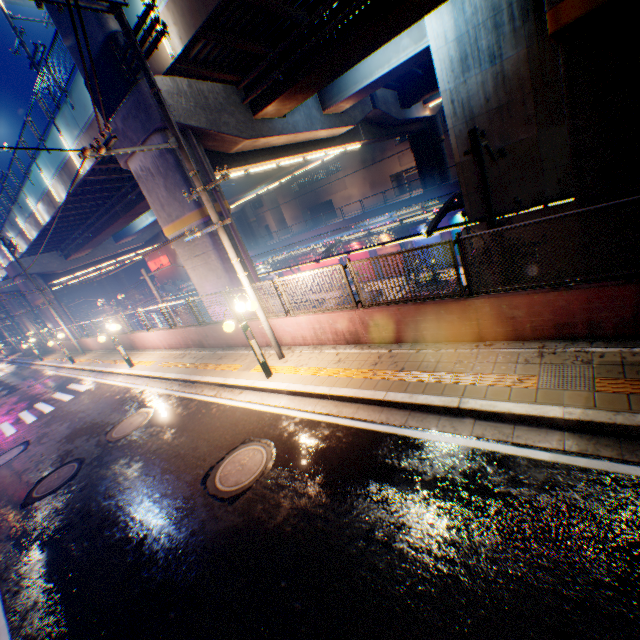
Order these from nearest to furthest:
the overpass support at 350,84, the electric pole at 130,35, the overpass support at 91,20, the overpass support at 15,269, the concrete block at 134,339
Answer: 1. the electric pole at 130,35
2. the overpass support at 350,84
3. the overpass support at 91,20
4. the concrete block at 134,339
5. the overpass support at 15,269

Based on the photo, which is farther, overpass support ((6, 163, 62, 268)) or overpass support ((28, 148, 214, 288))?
overpass support ((6, 163, 62, 268))

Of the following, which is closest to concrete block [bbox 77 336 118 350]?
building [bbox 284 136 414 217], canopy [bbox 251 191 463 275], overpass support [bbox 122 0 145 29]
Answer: overpass support [bbox 122 0 145 29]

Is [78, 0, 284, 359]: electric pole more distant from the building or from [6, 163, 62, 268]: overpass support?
the building

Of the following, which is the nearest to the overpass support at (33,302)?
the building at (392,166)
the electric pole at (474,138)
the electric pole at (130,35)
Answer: the electric pole at (474,138)

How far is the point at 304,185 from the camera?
58.1 meters

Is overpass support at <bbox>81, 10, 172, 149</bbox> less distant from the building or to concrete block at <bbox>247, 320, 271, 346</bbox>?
concrete block at <bbox>247, 320, 271, 346</bbox>

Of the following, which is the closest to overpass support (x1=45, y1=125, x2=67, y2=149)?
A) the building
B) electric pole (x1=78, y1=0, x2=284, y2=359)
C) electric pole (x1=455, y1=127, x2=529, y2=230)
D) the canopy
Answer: electric pole (x1=455, y1=127, x2=529, y2=230)
